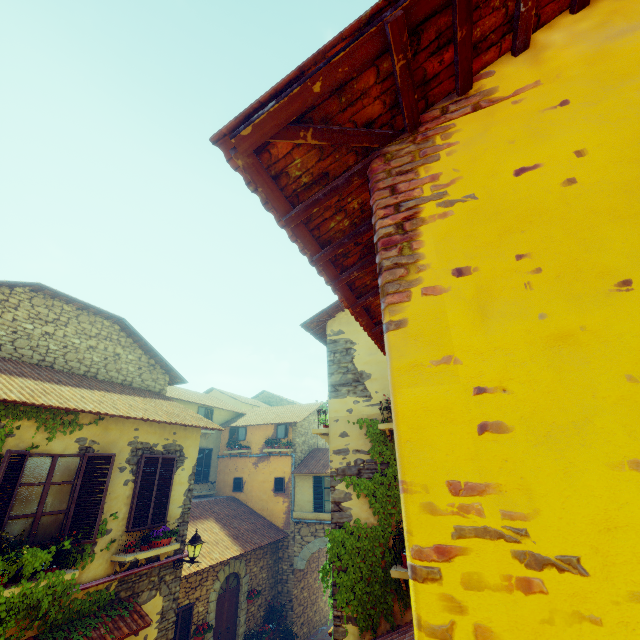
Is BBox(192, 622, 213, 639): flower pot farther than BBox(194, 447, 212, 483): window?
No

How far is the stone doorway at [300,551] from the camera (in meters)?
14.16

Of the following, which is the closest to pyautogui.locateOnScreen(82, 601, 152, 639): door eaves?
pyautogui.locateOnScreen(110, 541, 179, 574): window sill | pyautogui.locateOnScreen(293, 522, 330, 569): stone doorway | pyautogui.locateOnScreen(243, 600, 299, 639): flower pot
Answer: pyautogui.locateOnScreen(110, 541, 179, 574): window sill

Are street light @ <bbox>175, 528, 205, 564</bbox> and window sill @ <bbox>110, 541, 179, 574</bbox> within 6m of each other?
yes

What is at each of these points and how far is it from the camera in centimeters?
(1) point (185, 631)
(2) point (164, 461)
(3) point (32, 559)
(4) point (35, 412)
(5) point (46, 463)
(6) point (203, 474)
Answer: (1) window, 969cm
(2) window, 864cm
(3) vines, 550cm
(4) vines, 624cm
(5) window, 627cm
(6) window, 1655cm

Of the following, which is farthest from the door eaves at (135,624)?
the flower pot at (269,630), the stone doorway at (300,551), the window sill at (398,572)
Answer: the stone doorway at (300,551)

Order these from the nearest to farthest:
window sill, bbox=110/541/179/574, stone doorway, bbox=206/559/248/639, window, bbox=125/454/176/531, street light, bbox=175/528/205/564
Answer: window sill, bbox=110/541/179/574
window, bbox=125/454/176/531
street light, bbox=175/528/205/564
stone doorway, bbox=206/559/248/639

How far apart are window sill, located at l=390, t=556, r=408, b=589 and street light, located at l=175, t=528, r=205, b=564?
5.21m
